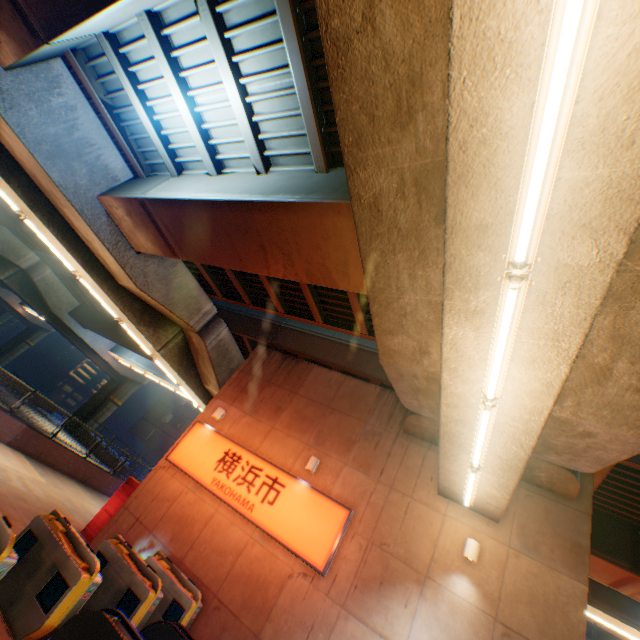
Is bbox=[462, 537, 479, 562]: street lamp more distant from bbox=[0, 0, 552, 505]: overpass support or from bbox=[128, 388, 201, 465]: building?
bbox=[128, 388, 201, 465]: building

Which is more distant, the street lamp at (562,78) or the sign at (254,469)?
the sign at (254,469)

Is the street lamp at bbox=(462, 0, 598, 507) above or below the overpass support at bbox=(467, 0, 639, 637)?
below

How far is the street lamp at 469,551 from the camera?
7.40m

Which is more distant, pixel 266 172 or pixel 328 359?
pixel 328 359

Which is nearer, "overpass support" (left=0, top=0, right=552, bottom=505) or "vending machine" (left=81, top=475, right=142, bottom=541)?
"overpass support" (left=0, top=0, right=552, bottom=505)

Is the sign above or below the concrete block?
above

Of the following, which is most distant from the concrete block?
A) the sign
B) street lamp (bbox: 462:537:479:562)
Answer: street lamp (bbox: 462:537:479:562)
